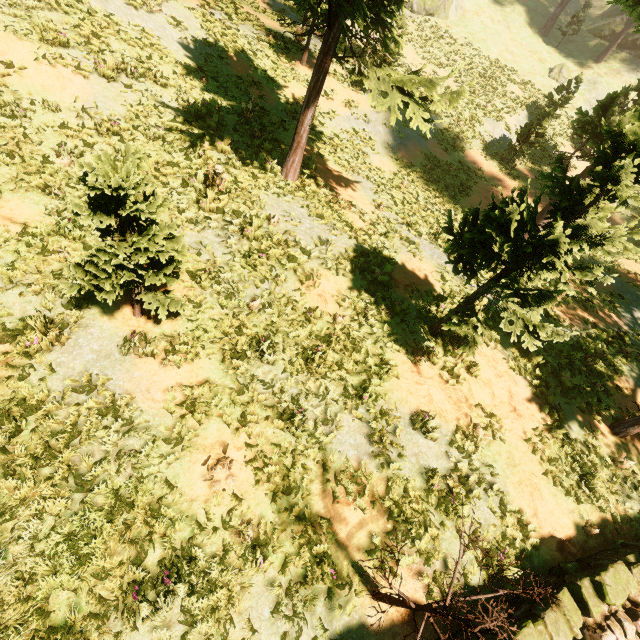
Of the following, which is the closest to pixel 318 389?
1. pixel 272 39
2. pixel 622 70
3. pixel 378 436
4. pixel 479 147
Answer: pixel 378 436

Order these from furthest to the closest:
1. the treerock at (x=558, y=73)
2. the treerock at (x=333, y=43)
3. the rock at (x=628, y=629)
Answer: the treerock at (x=558, y=73), the treerock at (x=333, y=43), the rock at (x=628, y=629)

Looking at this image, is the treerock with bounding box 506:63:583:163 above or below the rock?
above

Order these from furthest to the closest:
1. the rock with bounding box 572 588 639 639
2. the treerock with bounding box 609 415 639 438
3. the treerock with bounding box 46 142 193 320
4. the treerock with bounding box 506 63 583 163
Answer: the treerock with bounding box 506 63 583 163
the treerock with bounding box 609 415 639 438
the rock with bounding box 572 588 639 639
the treerock with bounding box 46 142 193 320

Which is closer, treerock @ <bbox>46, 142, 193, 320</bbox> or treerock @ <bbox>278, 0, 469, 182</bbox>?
treerock @ <bbox>46, 142, 193, 320</bbox>

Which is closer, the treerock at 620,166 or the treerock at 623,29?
the treerock at 620,166

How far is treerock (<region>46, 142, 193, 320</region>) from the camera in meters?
4.2 m
